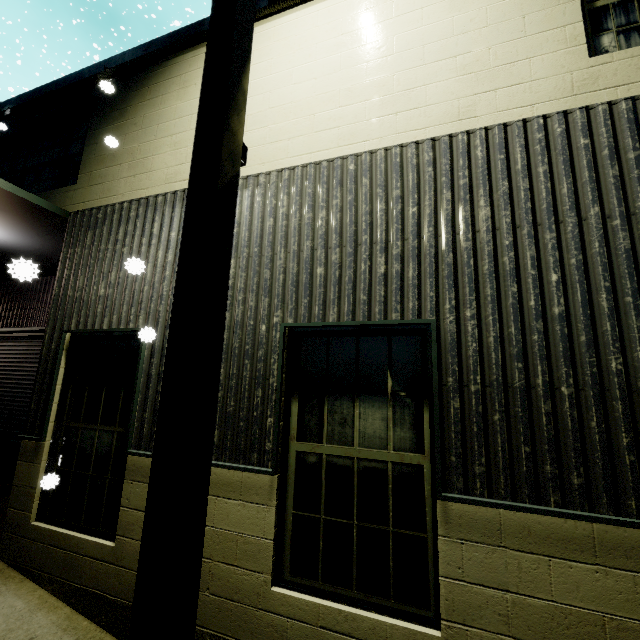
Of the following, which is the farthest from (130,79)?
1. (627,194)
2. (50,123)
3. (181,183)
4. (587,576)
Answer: (587,576)

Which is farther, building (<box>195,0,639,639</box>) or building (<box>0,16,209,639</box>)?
building (<box>0,16,209,639</box>)

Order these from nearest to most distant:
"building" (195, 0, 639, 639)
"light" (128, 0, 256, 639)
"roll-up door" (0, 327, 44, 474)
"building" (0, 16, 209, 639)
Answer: "light" (128, 0, 256, 639), "building" (195, 0, 639, 639), "building" (0, 16, 209, 639), "roll-up door" (0, 327, 44, 474)

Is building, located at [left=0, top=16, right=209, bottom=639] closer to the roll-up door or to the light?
the roll-up door

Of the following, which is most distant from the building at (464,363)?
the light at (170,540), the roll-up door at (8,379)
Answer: the light at (170,540)

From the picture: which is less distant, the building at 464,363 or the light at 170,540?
the light at 170,540

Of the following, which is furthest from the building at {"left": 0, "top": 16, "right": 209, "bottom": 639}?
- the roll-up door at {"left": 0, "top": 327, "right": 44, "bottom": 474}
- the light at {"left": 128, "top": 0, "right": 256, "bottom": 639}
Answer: the light at {"left": 128, "top": 0, "right": 256, "bottom": 639}

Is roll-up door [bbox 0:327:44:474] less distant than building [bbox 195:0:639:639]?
No
